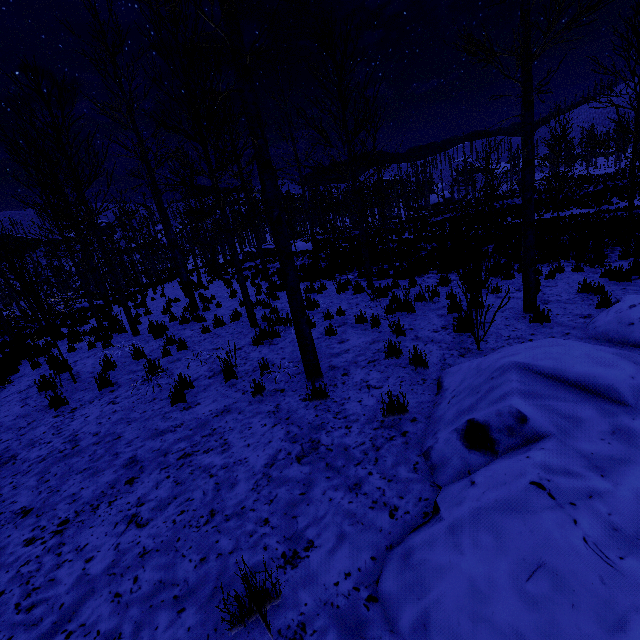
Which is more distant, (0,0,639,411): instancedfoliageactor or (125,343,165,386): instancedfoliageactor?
(125,343,165,386): instancedfoliageactor

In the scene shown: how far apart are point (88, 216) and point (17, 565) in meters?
8.5

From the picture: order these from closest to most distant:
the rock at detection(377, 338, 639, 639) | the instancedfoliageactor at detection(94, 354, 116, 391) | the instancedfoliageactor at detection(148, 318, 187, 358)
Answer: the rock at detection(377, 338, 639, 639) < the instancedfoliageactor at detection(94, 354, 116, 391) < the instancedfoliageactor at detection(148, 318, 187, 358)

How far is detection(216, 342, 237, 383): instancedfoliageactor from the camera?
5.4 meters

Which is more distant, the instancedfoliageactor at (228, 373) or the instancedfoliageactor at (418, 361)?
the instancedfoliageactor at (228, 373)

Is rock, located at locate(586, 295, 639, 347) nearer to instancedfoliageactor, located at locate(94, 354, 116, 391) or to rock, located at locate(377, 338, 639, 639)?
instancedfoliageactor, located at locate(94, 354, 116, 391)

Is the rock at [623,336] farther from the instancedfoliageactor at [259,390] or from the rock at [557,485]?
the rock at [557,485]
